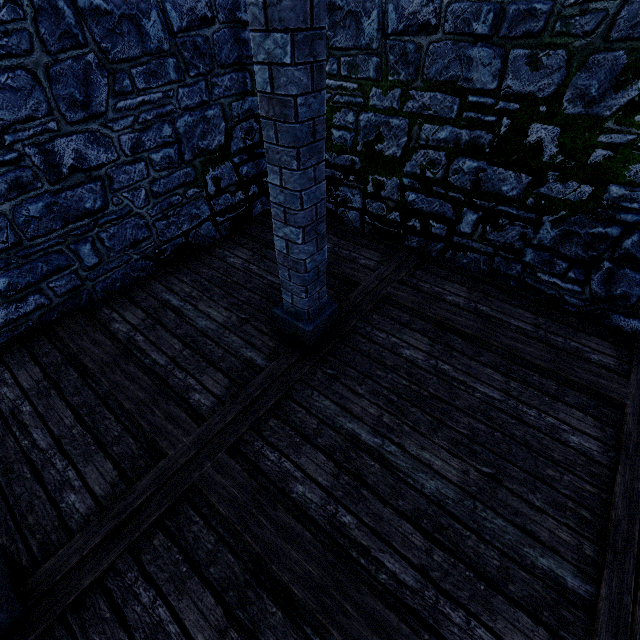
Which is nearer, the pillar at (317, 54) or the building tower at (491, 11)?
the pillar at (317, 54)

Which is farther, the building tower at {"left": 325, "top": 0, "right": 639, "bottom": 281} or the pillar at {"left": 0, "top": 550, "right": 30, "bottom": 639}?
the building tower at {"left": 325, "top": 0, "right": 639, "bottom": 281}

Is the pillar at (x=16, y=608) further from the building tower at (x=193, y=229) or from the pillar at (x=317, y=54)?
the building tower at (x=193, y=229)

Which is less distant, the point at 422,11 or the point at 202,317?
the point at 422,11

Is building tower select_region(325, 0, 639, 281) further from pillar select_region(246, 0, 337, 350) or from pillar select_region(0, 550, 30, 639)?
pillar select_region(0, 550, 30, 639)

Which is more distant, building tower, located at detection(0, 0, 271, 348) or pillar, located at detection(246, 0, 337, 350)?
building tower, located at detection(0, 0, 271, 348)

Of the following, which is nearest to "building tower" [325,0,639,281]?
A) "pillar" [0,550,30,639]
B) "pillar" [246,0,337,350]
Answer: "pillar" [246,0,337,350]
